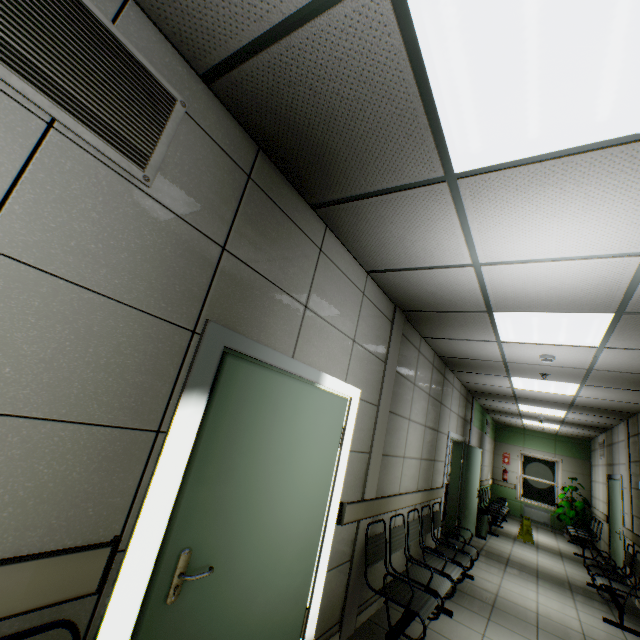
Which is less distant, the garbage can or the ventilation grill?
the ventilation grill

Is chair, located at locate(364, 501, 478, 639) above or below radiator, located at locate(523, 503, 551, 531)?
above

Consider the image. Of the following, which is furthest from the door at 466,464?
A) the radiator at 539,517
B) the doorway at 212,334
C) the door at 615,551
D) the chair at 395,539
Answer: the radiator at 539,517

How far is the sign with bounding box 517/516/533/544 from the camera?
8.55m

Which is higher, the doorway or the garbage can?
the doorway

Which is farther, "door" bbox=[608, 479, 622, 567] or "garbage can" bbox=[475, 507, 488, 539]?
"garbage can" bbox=[475, 507, 488, 539]

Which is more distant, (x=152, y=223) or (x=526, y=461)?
(x=526, y=461)

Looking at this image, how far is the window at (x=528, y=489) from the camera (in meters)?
11.58
